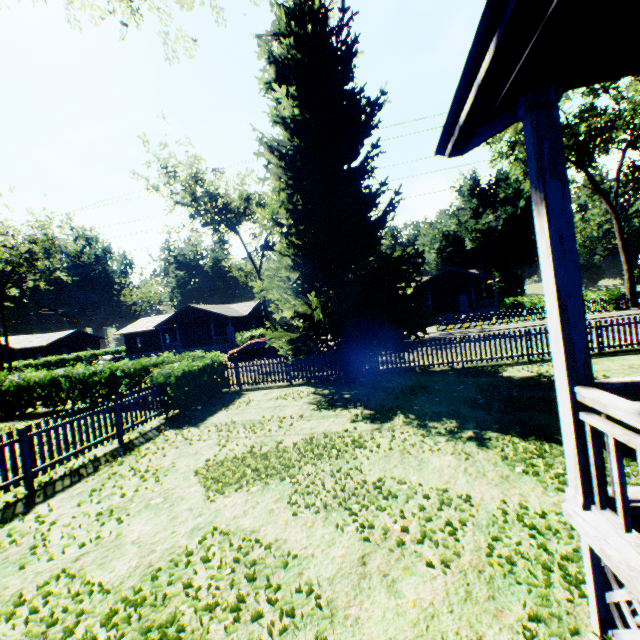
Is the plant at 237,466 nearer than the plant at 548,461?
No

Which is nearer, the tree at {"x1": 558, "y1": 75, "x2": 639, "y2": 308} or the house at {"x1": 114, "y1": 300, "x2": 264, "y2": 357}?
the tree at {"x1": 558, "y1": 75, "x2": 639, "y2": 308}

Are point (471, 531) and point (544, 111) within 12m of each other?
yes

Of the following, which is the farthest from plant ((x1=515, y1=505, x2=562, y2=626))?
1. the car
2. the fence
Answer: the car

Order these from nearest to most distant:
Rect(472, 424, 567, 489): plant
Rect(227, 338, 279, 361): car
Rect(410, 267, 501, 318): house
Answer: Rect(472, 424, 567, 489): plant, Rect(227, 338, 279, 361): car, Rect(410, 267, 501, 318): house

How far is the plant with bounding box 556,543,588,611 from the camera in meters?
2.9 m

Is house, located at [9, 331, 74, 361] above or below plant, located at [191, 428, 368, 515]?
above

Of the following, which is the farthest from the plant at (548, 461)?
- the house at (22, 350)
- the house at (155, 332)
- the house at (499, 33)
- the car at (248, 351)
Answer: the house at (22, 350)
